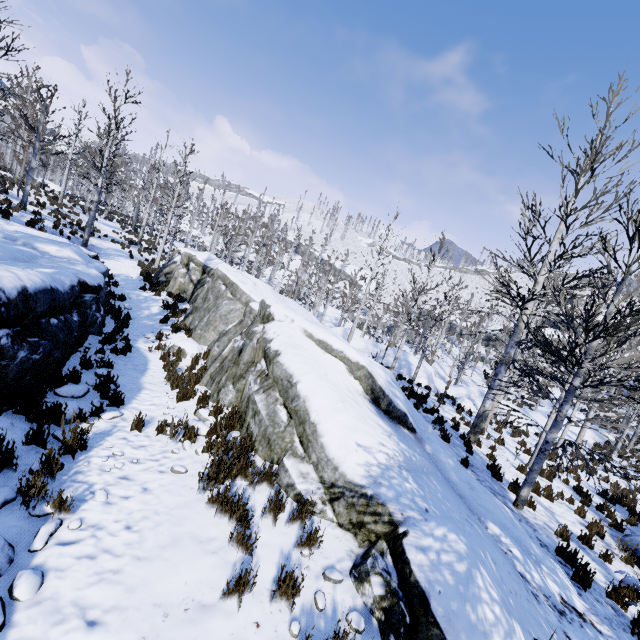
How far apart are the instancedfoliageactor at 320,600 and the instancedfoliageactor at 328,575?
0.1m

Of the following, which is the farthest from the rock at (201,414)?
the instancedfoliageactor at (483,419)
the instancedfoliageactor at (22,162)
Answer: the instancedfoliageactor at (22,162)

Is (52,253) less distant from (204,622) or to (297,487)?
(297,487)

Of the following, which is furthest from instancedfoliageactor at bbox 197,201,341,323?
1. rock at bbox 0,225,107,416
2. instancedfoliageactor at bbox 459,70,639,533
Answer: instancedfoliageactor at bbox 459,70,639,533

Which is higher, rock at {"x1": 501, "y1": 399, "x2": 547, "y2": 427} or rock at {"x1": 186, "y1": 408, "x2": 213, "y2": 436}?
rock at {"x1": 186, "y1": 408, "x2": 213, "y2": 436}

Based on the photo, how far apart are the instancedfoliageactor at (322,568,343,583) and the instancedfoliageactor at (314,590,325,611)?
0.1 meters

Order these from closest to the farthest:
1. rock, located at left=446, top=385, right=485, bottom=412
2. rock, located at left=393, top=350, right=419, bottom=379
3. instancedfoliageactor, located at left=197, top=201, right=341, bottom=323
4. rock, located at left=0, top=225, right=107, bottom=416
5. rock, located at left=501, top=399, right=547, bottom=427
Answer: rock, located at left=0, top=225, right=107, bottom=416 → rock, located at left=446, top=385, right=485, bottom=412 → rock, located at left=393, top=350, right=419, bottom=379 → rock, located at left=501, top=399, right=547, bottom=427 → instancedfoliageactor, located at left=197, top=201, right=341, bottom=323
